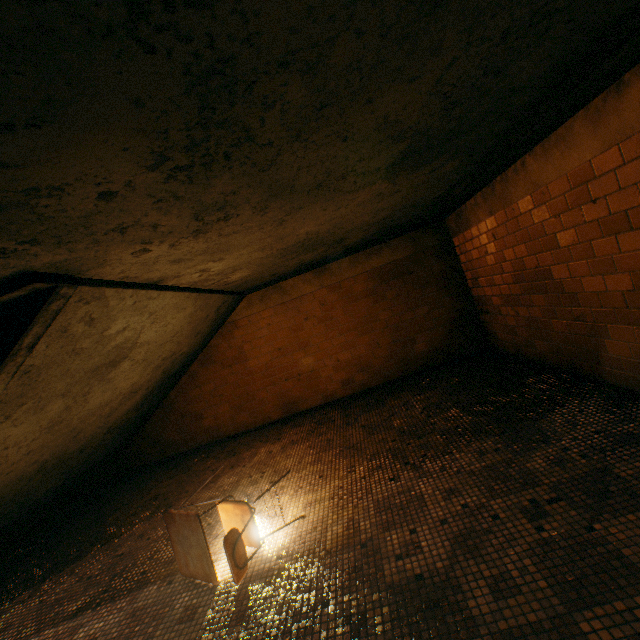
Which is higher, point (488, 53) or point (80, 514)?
point (488, 53)

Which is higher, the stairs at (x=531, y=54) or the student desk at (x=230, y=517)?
the stairs at (x=531, y=54)

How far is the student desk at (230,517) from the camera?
2.2 meters

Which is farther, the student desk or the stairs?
the student desk

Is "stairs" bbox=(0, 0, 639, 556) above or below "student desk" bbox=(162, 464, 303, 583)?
above

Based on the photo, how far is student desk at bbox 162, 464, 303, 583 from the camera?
2.2 meters
